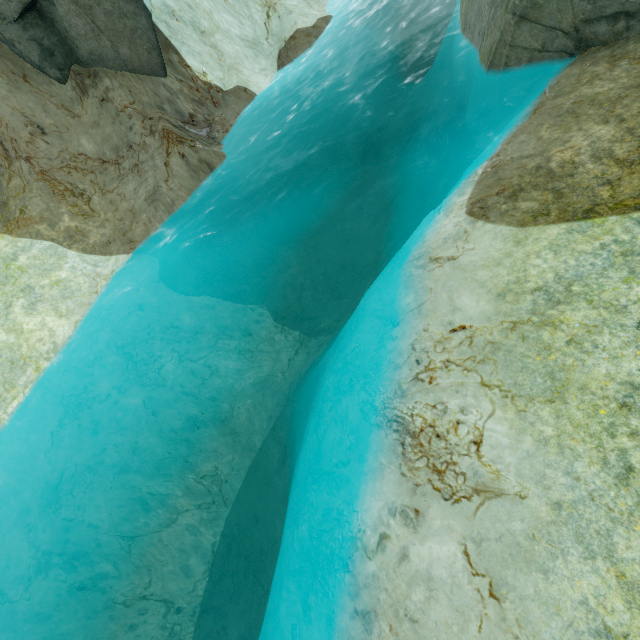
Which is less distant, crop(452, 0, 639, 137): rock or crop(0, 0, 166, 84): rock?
crop(452, 0, 639, 137): rock

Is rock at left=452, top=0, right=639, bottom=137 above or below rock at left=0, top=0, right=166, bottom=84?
below

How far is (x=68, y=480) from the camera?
10.67m

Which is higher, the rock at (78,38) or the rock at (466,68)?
the rock at (78,38)

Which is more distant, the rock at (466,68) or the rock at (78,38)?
the rock at (78,38)
